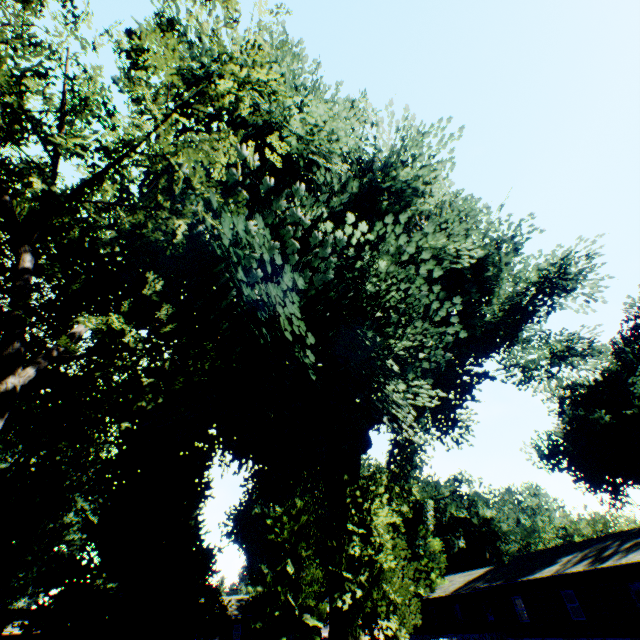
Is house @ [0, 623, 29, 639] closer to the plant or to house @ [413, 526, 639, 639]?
the plant

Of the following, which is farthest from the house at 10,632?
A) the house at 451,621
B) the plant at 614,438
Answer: the house at 451,621

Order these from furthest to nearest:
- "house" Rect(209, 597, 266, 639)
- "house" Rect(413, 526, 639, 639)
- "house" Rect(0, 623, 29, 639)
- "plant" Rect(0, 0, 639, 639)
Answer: "house" Rect(209, 597, 266, 639)
"house" Rect(0, 623, 29, 639)
"house" Rect(413, 526, 639, 639)
"plant" Rect(0, 0, 639, 639)

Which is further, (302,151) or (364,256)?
(302,151)

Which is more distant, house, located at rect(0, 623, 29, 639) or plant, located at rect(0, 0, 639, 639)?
house, located at rect(0, 623, 29, 639)

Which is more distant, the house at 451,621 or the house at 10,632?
the house at 10,632

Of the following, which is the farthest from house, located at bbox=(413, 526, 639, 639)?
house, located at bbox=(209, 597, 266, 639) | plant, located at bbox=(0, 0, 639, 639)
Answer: house, located at bbox=(209, 597, 266, 639)
